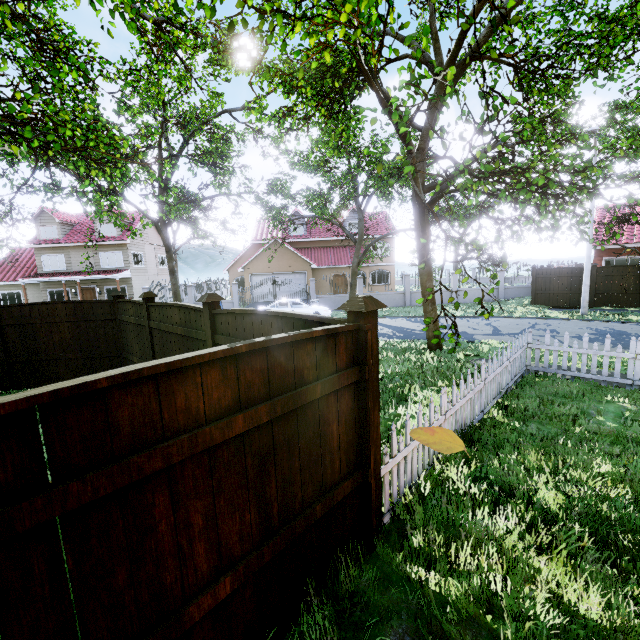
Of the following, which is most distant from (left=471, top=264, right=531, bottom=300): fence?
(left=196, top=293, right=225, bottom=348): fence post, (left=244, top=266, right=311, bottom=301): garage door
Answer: (left=196, top=293, right=225, bottom=348): fence post

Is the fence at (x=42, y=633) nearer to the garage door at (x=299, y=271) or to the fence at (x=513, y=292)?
the garage door at (x=299, y=271)

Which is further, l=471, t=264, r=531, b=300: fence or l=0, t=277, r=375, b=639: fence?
l=471, t=264, r=531, b=300: fence

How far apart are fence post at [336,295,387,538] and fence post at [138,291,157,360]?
5.4 meters

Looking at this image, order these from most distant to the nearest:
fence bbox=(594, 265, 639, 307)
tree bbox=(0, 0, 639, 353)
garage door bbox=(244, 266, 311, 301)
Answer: garage door bbox=(244, 266, 311, 301)
fence bbox=(594, 265, 639, 307)
tree bbox=(0, 0, 639, 353)

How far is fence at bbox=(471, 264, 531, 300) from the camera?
25.0m

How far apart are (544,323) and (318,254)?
22.03m

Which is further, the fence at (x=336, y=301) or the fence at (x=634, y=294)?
the fence at (x=336, y=301)
